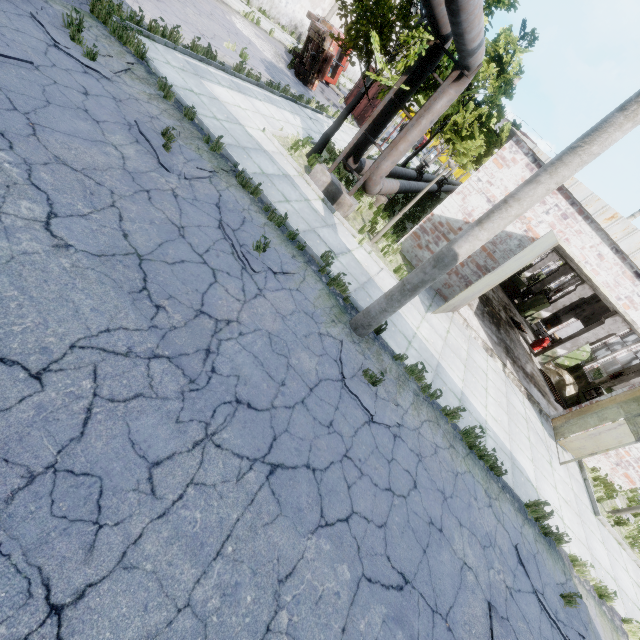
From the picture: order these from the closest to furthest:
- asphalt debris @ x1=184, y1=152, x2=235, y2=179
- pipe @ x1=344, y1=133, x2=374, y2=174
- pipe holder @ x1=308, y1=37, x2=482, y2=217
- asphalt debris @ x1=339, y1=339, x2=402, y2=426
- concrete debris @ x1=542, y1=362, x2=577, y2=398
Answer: asphalt debris @ x1=339, y1=339, x2=402, y2=426 → asphalt debris @ x1=184, y1=152, x2=235, y2=179 → pipe holder @ x1=308, y1=37, x2=482, y2=217 → pipe @ x1=344, y1=133, x2=374, y2=174 → concrete debris @ x1=542, y1=362, x2=577, y2=398

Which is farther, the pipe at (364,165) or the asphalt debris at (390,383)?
the pipe at (364,165)

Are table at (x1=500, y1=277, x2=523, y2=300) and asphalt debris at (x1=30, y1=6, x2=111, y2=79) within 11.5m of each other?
no

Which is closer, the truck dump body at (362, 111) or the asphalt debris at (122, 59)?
the asphalt debris at (122, 59)

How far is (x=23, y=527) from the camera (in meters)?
2.39

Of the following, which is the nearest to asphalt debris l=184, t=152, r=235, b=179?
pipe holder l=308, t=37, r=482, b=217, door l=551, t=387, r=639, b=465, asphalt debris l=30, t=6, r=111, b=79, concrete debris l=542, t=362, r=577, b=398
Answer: asphalt debris l=30, t=6, r=111, b=79

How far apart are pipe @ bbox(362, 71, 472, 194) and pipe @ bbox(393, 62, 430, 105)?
0.4m

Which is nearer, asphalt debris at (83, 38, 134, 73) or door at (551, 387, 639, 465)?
asphalt debris at (83, 38, 134, 73)
